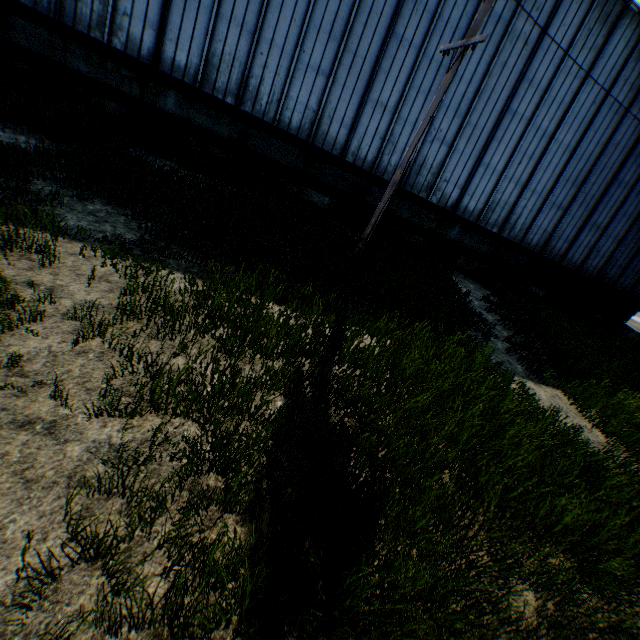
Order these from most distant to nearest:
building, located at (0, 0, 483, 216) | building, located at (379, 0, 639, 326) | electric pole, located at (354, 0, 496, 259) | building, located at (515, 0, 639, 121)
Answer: Answer: building, located at (379, 0, 639, 326), building, located at (515, 0, 639, 121), building, located at (0, 0, 483, 216), electric pole, located at (354, 0, 496, 259)

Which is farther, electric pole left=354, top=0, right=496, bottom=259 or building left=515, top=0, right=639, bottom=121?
building left=515, top=0, right=639, bottom=121

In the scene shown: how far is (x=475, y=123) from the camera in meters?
13.6

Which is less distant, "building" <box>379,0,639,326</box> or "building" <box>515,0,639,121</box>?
"building" <box>515,0,639,121</box>

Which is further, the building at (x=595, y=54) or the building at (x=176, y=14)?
the building at (x=595, y=54)

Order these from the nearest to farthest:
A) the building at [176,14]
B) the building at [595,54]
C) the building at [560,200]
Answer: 1. the building at [176,14]
2. the building at [595,54]
3. the building at [560,200]

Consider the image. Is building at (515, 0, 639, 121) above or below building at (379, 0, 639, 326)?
above

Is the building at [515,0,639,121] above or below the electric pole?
above
